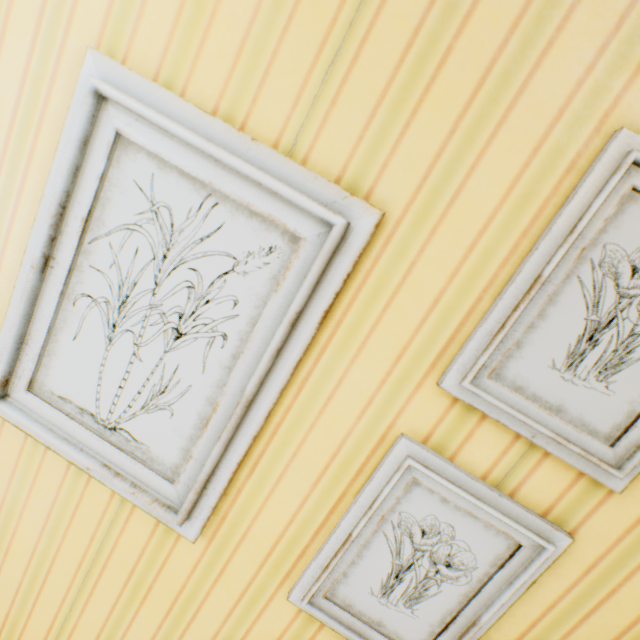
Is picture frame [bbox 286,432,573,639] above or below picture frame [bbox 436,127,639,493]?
below

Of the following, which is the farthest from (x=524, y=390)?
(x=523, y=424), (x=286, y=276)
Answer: (x=286, y=276)

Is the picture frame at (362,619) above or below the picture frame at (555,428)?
below
